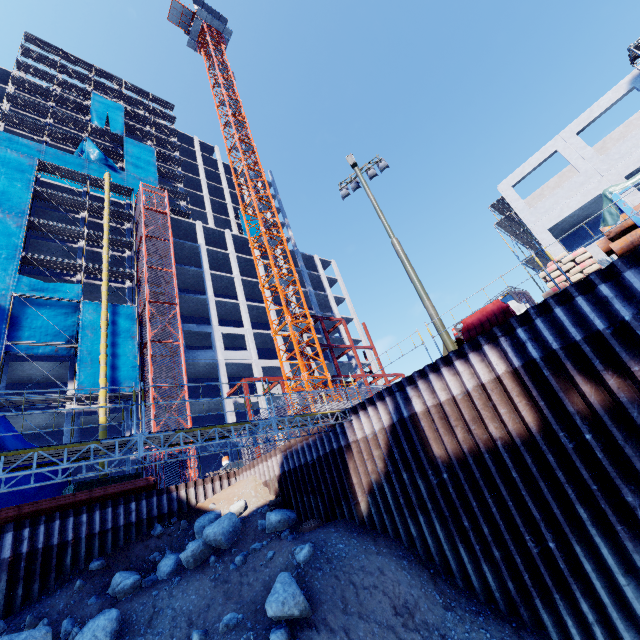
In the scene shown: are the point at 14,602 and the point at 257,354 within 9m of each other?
no

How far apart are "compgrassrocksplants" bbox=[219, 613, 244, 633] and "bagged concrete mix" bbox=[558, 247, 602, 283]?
13.0 meters

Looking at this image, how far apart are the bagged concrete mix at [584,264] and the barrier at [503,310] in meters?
1.0 m

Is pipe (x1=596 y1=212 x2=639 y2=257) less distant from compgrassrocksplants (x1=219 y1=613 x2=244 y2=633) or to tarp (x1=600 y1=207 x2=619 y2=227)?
tarp (x1=600 y1=207 x2=619 y2=227)

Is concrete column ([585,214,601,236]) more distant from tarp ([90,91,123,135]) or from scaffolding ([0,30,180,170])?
tarp ([90,91,123,135])

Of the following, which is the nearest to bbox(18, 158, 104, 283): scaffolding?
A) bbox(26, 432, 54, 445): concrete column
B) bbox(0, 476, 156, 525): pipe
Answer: bbox(26, 432, 54, 445): concrete column

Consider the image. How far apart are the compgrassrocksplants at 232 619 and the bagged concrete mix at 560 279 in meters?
13.0

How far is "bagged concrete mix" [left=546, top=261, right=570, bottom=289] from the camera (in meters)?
8.86
